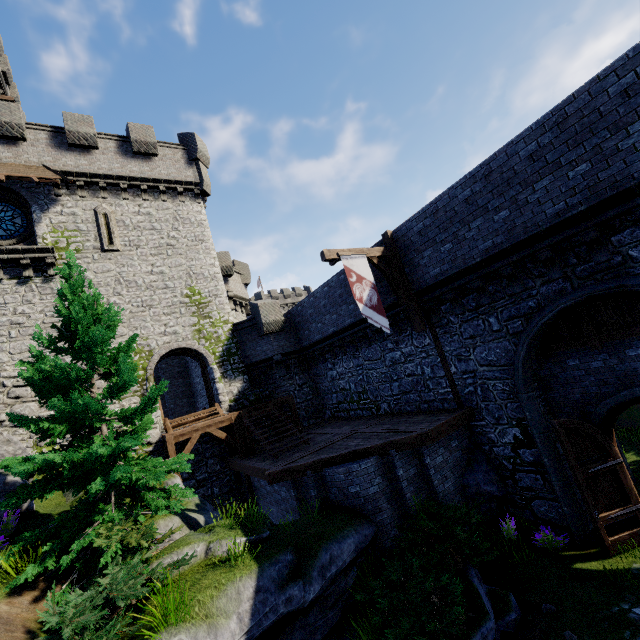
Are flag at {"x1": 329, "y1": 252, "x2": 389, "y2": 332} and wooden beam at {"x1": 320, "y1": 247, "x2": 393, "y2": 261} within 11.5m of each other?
yes

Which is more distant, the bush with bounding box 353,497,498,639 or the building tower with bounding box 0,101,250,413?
the building tower with bounding box 0,101,250,413

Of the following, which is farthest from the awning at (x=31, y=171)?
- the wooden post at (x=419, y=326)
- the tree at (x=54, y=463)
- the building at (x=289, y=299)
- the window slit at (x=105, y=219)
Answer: the building at (x=289, y=299)

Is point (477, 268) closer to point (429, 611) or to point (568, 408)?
point (568, 408)

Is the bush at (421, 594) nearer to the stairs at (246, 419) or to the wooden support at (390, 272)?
the stairs at (246, 419)

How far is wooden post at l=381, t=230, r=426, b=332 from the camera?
11.7m

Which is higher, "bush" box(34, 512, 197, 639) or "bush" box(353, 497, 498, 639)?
"bush" box(34, 512, 197, 639)

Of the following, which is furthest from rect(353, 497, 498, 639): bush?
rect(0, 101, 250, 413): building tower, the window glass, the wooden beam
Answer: the window glass
